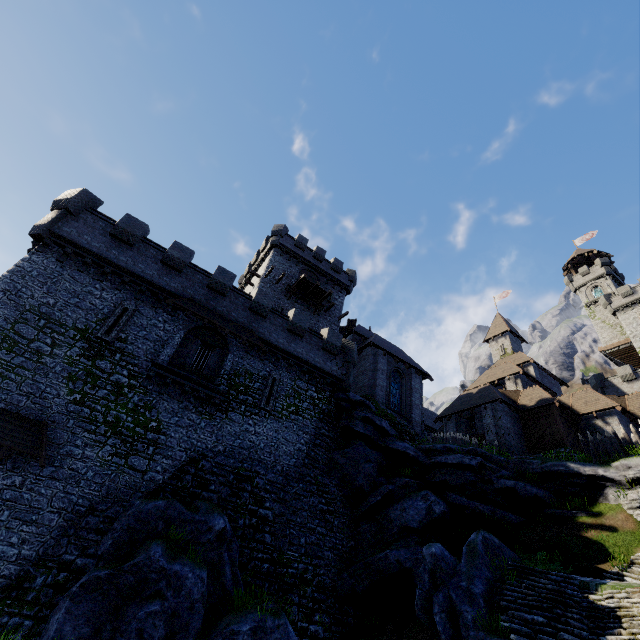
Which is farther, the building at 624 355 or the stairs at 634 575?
the building at 624 355

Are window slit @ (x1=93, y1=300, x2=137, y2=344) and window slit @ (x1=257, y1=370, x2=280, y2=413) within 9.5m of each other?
yes

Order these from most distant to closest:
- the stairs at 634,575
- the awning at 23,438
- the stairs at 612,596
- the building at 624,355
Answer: the building at 624,355 < the stairs at 634,575 < the awning at 23,438 < the stairs at 612,596

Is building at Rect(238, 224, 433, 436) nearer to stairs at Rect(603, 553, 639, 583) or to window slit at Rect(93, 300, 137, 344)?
window slit at Rect(93, 300, 137, 344)

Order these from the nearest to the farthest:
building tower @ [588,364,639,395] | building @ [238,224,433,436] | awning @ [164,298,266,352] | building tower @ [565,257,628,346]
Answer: awning @ [164,298,266,352]
building @ [238,224,433,436]
building tower @ [588,364,639,395]
building tower @ [565,257,628,346]

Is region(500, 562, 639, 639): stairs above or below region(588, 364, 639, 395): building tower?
below

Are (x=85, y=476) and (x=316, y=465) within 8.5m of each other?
no

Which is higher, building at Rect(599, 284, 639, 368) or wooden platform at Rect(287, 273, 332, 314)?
building at Rect(599, 284, 639, 368)
